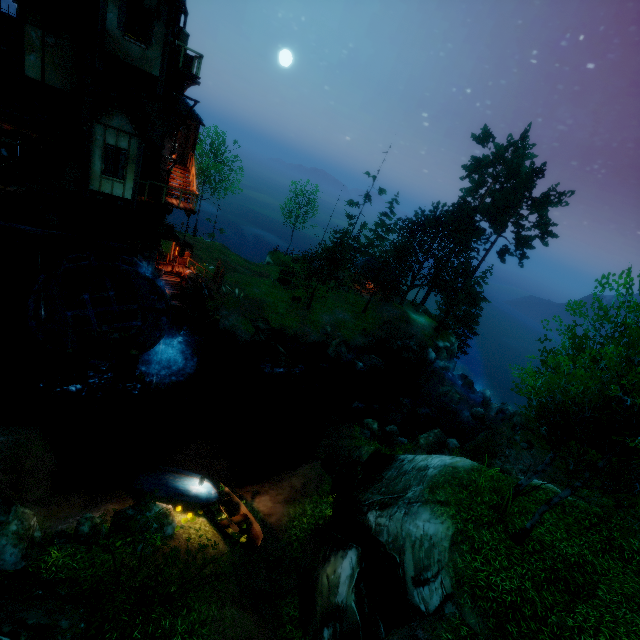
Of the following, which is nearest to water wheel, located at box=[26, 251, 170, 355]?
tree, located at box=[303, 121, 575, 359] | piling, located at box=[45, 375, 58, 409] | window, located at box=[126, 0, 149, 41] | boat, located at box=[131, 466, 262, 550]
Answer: piling, located at box=[45, 375, 58, 409]

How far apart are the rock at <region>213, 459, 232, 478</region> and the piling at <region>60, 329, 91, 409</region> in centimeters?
792cm

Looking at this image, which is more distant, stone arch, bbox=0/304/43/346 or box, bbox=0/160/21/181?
stone arch, bbox=0/304/43/346

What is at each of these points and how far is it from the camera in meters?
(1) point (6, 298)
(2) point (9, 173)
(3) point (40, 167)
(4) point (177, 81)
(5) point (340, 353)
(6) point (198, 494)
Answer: (1) wooden platform, 16.7 m
(2) box, 14.0 m
(3) window, 15.0 m
(4) tower, 15.7 m
(5) rock, 29.2 m
(6) boat, 13.2 m

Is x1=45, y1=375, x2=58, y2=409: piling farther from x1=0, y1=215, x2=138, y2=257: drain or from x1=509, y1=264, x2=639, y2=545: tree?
x1=509, y1=264, x2=639, y2=545: tree

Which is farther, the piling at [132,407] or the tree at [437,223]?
the tree at [437,223]

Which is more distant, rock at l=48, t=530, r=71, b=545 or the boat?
the boat

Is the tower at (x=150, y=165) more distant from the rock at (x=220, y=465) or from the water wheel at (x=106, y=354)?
the rock at (x=220, y=465)
